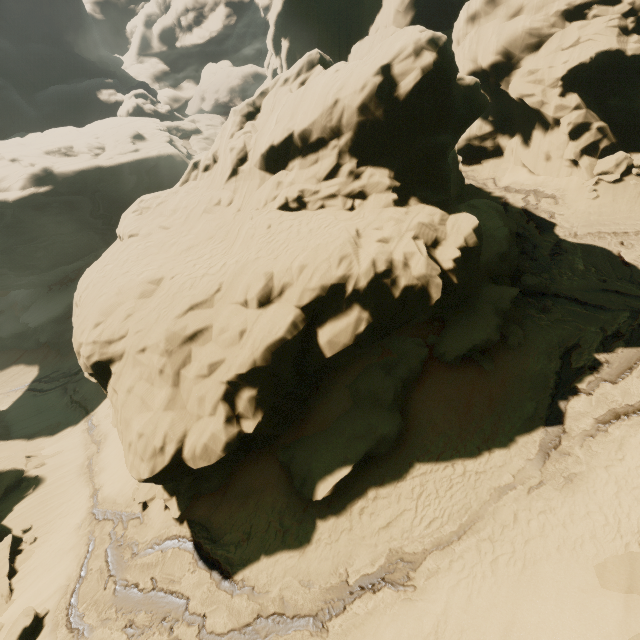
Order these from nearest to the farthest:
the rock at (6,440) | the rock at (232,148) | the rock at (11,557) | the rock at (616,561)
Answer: the rock at (616,561) → the rock at (232,148) → the rock at (11,557) → the rock at (6,440)

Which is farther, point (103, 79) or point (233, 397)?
point (103, 79)

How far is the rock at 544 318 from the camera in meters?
14.2

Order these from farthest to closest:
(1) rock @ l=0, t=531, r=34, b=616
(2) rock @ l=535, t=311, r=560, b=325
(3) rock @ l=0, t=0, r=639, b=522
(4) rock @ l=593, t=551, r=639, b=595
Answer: (1) rock @ l=0, t=531, r=34, b=616, (2) rock @ l=535, t=311, r=560, b=325, (3) rock @ l=0, t=0, r=639, b=522, (4) rock @ l=593, t=551, r=639, b=595

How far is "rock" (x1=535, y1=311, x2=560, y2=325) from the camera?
14.2m

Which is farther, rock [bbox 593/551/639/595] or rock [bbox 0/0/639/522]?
rock [bbox 0/0/639/522]
